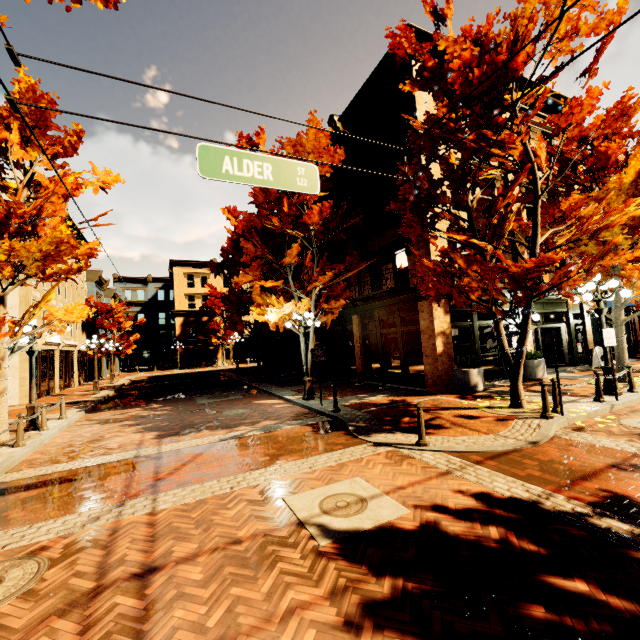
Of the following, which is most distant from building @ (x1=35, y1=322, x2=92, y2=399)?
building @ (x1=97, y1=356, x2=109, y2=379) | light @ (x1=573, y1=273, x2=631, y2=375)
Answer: light @ (x1=573, y1=273, x2=631, y2=375)

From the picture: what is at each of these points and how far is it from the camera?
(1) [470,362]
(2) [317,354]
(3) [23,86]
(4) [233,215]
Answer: (1) bush, 11.5 meters
(2) sign, 11.2 meters
(3) tree, 9.2 meters
(4) tree, 19.2 meters

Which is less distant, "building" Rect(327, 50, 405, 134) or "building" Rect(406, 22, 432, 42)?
"building" Rect(406, 22, 432, 42)

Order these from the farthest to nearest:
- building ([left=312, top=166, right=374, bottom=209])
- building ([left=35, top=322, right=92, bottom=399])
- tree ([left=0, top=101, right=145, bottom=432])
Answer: building ([left=35, top=322, right=92, bottom=399]) < building ([left=312, top=166, right=374, bottom=209]) < tree ([left=0, top=101, right=145, bottom=432])

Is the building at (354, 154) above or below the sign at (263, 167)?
above

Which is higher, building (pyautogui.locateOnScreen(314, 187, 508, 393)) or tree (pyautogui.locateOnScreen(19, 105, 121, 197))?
tree (pyautogui.locateOnScreen(19, 105, 121, 197))

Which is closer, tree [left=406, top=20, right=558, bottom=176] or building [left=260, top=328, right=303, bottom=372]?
tree [left=406, top=20, right=558, bottom=176]

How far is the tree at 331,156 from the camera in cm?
1134
